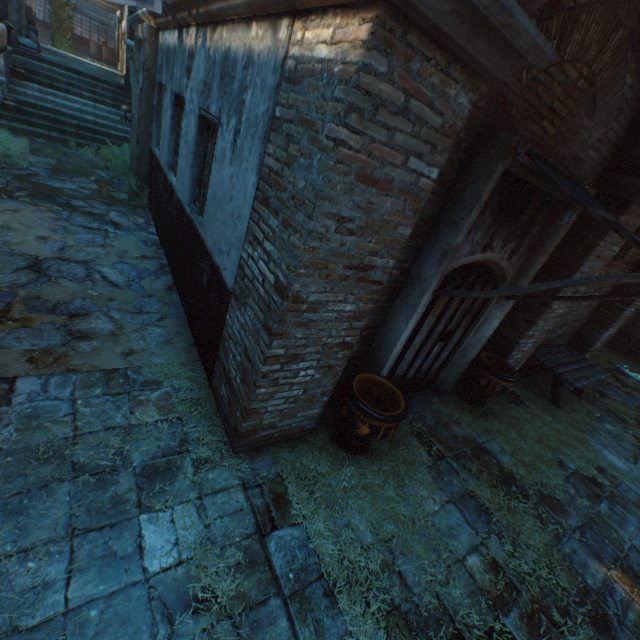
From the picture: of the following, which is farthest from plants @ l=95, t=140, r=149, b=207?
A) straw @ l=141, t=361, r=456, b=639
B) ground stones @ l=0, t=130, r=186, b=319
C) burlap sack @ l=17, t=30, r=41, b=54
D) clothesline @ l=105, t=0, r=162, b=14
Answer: straw @ l=141, t=361, r=456, b=639

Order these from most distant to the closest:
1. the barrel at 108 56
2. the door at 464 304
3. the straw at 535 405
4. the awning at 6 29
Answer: the barrel at 108 56 → the straw at 535 405 → the door at 464 304 → the awning at 6 29

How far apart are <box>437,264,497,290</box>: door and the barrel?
31.6 meters

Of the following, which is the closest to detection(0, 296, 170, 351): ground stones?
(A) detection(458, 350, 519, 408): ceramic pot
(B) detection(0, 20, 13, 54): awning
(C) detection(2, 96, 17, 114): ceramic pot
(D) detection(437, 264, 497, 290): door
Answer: (C) detection(2, 96, 17, 114): ceramic pot

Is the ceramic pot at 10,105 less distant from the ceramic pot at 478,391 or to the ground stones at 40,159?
the ground stones at 40,159

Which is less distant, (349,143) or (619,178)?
(349,143)

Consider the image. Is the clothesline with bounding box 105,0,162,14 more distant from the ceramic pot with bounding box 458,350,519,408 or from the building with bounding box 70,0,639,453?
the ceramic pot with bounding box 458,350,519,408

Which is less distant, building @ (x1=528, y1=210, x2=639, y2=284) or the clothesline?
the clothesline
